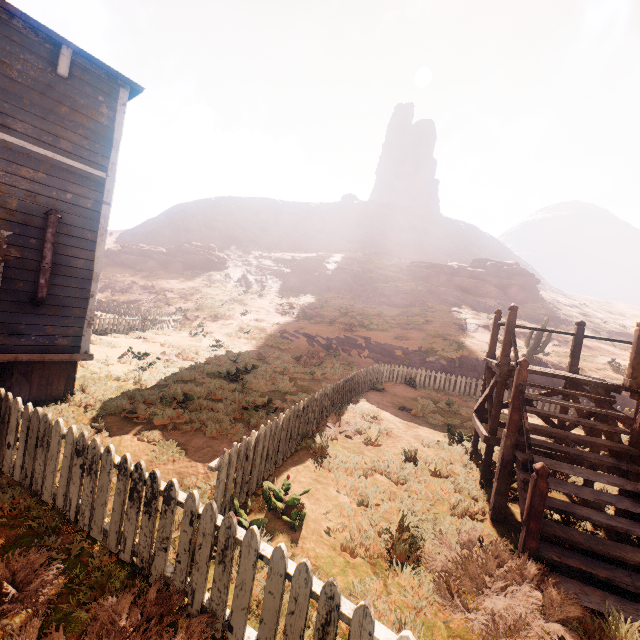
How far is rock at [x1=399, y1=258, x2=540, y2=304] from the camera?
41.34m

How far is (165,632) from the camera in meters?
2.5 m

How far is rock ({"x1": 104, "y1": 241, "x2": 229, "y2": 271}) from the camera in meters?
41.7 m

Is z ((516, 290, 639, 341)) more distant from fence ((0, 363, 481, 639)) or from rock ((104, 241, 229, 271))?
Result: rock ((104, 241, 229, 271))

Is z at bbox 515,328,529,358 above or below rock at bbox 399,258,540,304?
below

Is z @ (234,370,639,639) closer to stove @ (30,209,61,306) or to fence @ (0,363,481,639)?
fence @ (0,363,481,639)

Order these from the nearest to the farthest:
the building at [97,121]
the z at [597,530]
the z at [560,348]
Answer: the z at [597,530] → the building at [97,121] → the z at [560,348]

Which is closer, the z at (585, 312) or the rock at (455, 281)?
the z at (585, 312)
